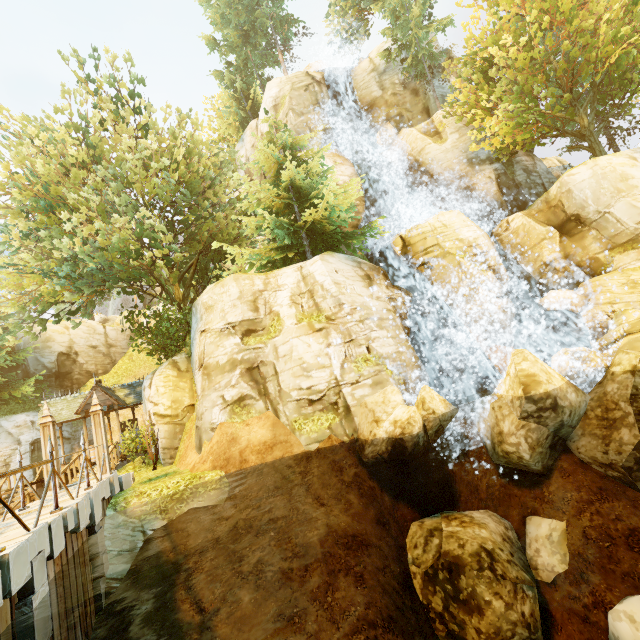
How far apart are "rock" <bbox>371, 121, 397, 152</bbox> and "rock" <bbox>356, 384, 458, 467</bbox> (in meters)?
19.39

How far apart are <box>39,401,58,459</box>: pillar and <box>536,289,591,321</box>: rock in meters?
20.4 m

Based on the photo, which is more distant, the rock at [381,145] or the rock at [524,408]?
the rock at [381,145]

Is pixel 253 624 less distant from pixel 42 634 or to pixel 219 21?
pixel 42 634

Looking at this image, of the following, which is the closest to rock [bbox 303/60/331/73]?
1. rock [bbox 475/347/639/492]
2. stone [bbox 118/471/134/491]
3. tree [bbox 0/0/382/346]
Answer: tree [bbox 0/0/382/346]

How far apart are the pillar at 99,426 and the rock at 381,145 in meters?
23.5 m

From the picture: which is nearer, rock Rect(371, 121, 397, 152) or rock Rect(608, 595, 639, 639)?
rock Rect(608, 595, 639, 639)

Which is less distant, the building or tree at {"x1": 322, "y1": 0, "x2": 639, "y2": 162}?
tree at {"x1": 322, "y1": 0, "x2": 639, "y2": 162}
